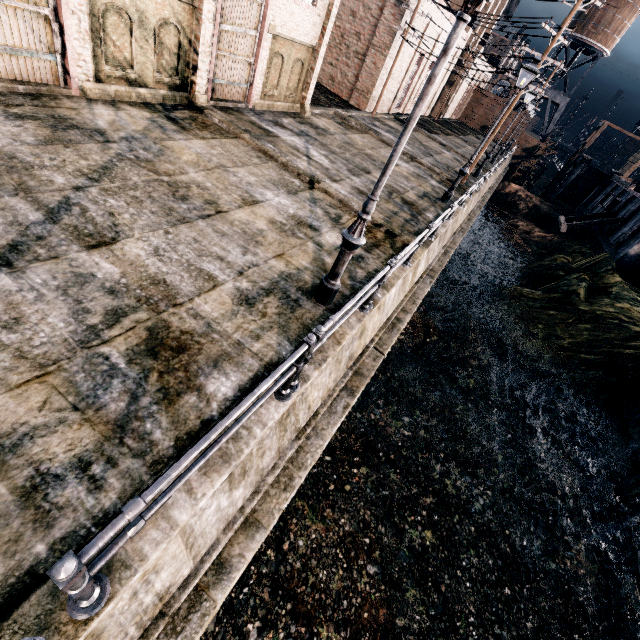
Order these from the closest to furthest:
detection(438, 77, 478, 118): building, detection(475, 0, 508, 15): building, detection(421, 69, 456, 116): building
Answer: detection(475, 0, 508, 15): building
detection(421, 69, 456, 116): building
detection(438, 77, 478, 118): building

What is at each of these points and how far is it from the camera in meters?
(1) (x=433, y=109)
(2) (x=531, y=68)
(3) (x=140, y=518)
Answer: (1) building, 43.4 m
(2) street light, 12.0 m
(3) metal railing, 2.5 m

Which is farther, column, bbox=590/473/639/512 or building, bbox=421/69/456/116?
building, bbox=421/69/456/116

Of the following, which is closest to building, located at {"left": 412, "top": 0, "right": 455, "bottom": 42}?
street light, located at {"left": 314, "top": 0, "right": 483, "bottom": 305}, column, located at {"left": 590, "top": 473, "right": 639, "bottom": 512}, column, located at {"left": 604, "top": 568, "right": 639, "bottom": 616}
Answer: street light, located at {"left": 314, "top": 0, "right": 483, "bottom": 305}

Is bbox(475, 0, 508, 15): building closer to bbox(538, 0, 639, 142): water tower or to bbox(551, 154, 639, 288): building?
bbox(538, 0, 639, 142): water tower

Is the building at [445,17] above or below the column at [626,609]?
above

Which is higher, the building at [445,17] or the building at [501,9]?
the building at [501,9]

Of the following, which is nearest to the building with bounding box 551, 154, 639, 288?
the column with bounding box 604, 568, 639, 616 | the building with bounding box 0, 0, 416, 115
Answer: the column with bounding box 604, 568, 639, 616
